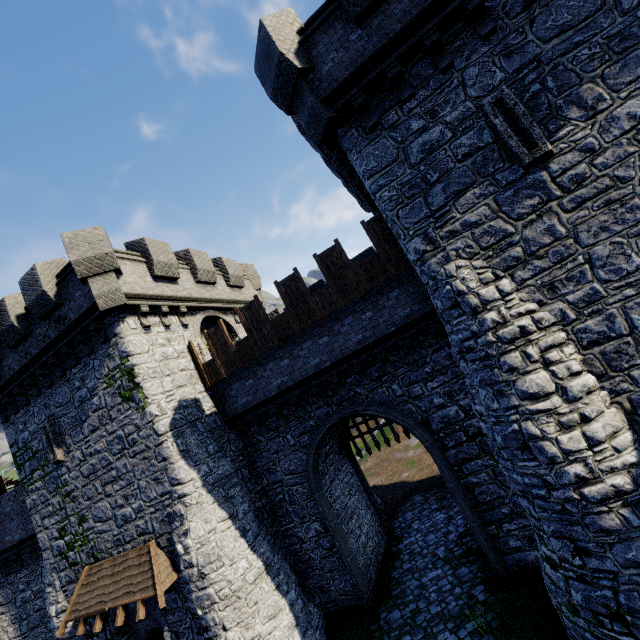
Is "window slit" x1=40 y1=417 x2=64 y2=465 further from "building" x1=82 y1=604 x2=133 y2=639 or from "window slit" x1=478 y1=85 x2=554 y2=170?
"window slit" x1=478 y1=85 x2=554 y2=170

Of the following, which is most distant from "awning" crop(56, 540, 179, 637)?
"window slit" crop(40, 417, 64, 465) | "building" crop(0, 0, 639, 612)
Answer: "window slit" crop(40, 417, 64, 465)

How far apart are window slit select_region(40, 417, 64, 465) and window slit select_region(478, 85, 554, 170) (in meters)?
18.64

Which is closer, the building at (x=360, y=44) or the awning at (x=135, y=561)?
the building at (x=360, y=44)

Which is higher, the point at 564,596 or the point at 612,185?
the point at 612,185

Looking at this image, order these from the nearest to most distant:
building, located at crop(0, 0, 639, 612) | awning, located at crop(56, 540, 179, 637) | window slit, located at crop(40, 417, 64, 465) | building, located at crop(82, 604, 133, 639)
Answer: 1. building, located at crop(0, 0, 639, 612)
2. awning, located at crop(56, 540, 179, 637)
3. building, located at crop(82, 604, 133, 639)
4. window slit, located at crop(40, 417, 64, 465)

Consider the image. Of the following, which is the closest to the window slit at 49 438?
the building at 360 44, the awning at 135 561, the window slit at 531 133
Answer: the building at 360 44
